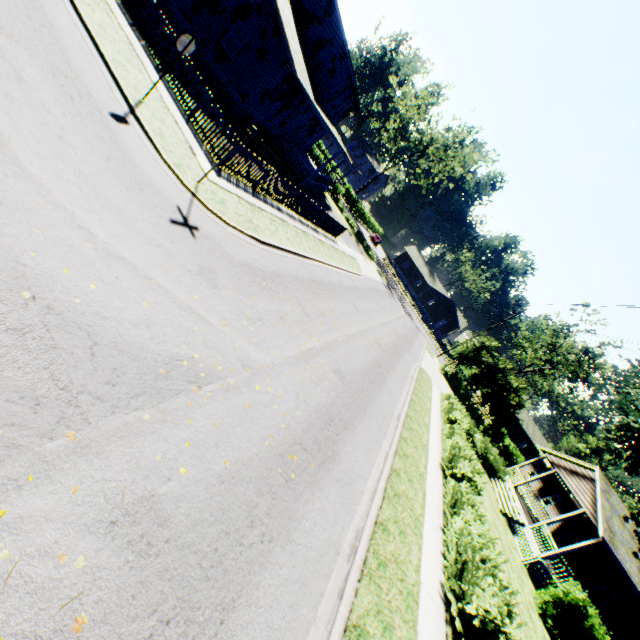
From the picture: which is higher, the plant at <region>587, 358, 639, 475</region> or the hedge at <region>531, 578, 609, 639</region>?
the plant at <region>587, 358, 639, 475</region>

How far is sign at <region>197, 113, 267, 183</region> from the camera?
8.9m

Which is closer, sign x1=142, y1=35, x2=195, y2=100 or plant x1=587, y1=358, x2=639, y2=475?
sign x1=142, y1=35, x2=195, y2=100

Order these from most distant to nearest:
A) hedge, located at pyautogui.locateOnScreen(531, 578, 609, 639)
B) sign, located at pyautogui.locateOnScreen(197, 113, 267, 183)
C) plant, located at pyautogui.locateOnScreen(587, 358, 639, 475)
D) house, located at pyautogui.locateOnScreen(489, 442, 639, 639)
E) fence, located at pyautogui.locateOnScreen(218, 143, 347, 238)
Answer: house, located at pyautogui.locateOnScreen(489, 442, 639, 639) < hedge, located at pyautogui.locateOnScreen(531, 578, 609, 639) < fence, located at pyautogui.locateOnScreen(218, 143, 347, 238) < plant, located at pyautogui.locateOnScreen(587, 358, 639, 475) < sign, located at pyautogui.locateOnScreen(197, 113, 267, 183)

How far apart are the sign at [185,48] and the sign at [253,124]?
2.5m

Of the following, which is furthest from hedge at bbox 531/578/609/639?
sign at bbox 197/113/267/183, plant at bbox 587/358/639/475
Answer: sign at bbox 197/113/267/183

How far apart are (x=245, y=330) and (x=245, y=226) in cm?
500

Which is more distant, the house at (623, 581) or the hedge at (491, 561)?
the house at (623, 581)
